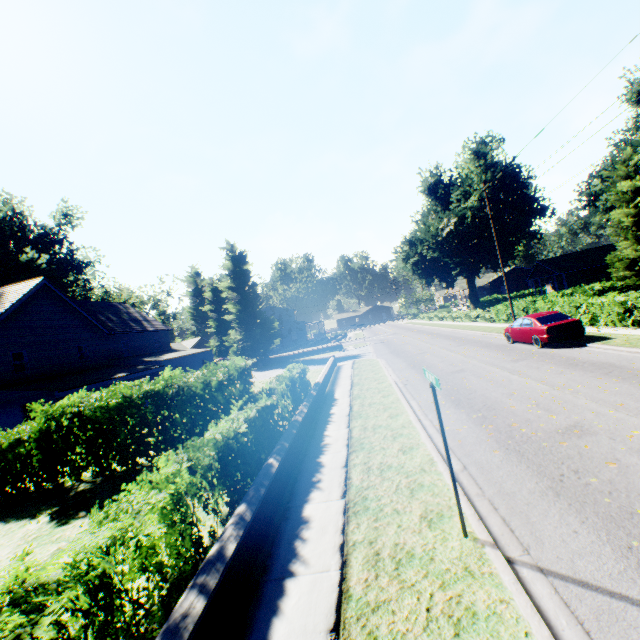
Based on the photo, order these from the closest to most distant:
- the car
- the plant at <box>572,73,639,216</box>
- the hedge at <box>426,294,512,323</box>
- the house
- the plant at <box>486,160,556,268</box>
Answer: the car, the hedge at <box>426,294,512,323</box>, the house, the plant at <box>572,73,639,216</box>, the plant at <box>486,160,556,268</box>

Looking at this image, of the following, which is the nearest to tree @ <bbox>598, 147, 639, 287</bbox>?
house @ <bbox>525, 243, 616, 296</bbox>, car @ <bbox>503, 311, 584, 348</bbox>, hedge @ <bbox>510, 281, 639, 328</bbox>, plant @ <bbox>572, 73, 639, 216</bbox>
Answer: hedge @ <bbox>510, 281, 639, 328</bbox>

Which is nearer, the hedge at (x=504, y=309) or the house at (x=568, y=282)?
the hedge at (x=504, y=309)

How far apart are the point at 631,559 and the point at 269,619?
4.4m

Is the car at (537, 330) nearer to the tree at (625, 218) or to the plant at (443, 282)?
the tree at (625, 218)

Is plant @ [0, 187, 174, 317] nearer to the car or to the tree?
the tree

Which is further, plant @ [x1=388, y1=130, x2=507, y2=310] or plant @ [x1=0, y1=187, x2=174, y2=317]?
plant @ [x1=388, y1=130, x2=507, y2=310]

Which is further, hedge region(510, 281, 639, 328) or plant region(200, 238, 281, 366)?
plant region(200, 238, 281, 366)
